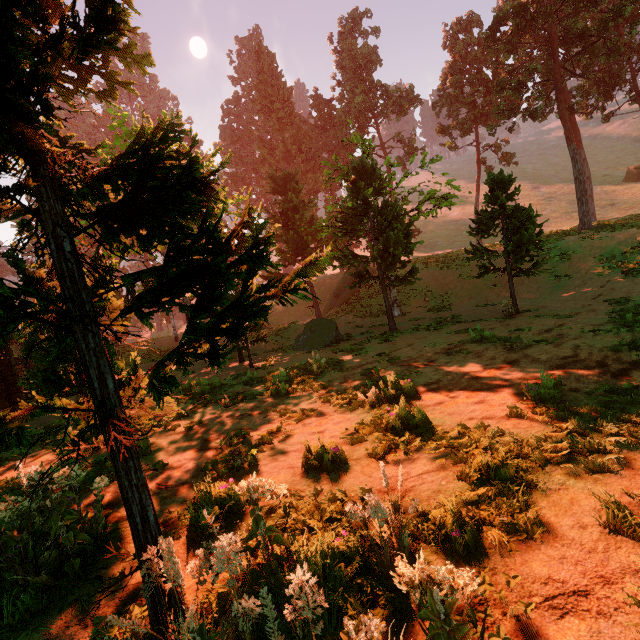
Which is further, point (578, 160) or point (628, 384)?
point (578, 160)

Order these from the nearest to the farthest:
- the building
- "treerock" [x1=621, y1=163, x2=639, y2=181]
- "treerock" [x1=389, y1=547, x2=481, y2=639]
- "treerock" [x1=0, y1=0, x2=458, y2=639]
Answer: "treerock" [x1=389, y1=547, x2=481, y2=639], "treerock" [x1=0, y1=0, x2=458, y2=639], the building, "treerock" [x1=621, y1=163, x2=639, y2=181]

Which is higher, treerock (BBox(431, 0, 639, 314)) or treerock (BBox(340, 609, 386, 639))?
treerock (BBox(431, 0, 639, 314))

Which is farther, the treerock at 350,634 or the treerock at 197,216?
the treerock at 197,216

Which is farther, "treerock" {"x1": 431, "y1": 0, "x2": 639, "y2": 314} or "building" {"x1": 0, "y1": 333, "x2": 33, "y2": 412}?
"treerock" {"x1": 431, "y1": 0, "x2": 639, "y2": 314}

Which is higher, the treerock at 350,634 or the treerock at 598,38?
the treerock at 598,38

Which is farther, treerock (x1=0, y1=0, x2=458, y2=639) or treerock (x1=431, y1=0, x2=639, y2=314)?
treerock (x1=431, y1=0, x2=639, y2=314)
